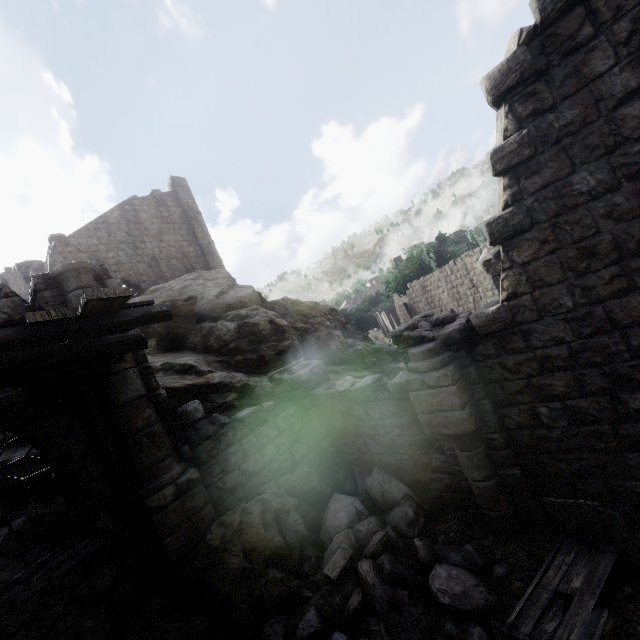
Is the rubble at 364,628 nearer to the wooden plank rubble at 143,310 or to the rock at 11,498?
the rock at 11,498

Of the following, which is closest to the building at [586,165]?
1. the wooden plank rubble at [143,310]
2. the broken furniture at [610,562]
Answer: the wooden plank rubble at [143,310]

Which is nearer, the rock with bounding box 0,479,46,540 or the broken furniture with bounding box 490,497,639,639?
the broken furniture with bounding box 490,497,639,639

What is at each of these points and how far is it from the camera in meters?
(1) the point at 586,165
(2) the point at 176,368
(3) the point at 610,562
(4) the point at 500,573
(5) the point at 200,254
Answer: (1) building, 4.5
(2) rock, 11.3
(3) broken furniture, 4.4
(4) rubble, 5.2
(5) building, 25.2

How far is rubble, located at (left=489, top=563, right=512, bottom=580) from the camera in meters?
5.2

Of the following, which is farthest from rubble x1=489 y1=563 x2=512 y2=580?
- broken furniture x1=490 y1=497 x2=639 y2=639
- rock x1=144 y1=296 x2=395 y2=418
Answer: rock x1=144 y1=296 x2=395 y2=418

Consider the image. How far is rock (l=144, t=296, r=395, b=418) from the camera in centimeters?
1096cm

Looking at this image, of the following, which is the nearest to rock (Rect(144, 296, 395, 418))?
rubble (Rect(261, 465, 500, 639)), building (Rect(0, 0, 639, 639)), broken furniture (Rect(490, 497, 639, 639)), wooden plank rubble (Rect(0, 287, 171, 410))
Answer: building (Rect(0, 0, 639, 639))
